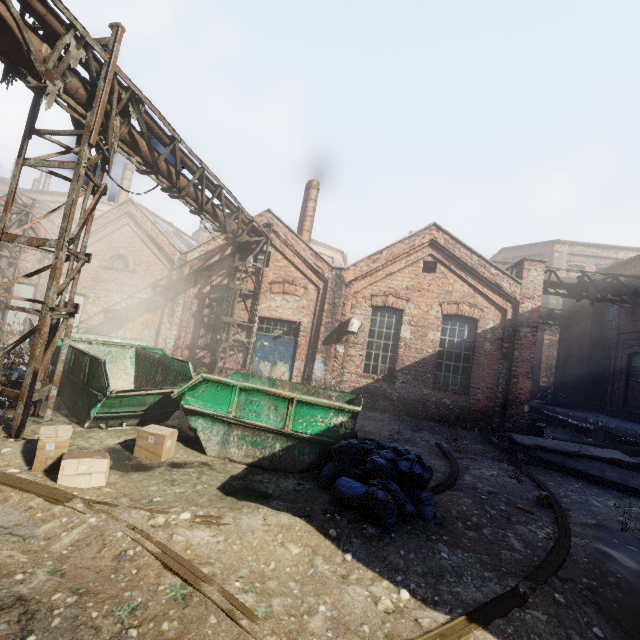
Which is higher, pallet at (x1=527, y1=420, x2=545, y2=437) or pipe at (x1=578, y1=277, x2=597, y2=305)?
pipe at (x1=578, y1=277, x2=597, y2=305)

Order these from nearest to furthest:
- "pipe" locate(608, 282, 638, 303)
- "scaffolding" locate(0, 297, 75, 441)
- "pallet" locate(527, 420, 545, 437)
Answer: "scaffolding" locate(0, 297, 75, 441) < "pallet" locate(527, 420, 545, 437) < "pipe" locate(608, 282, 638, 303)

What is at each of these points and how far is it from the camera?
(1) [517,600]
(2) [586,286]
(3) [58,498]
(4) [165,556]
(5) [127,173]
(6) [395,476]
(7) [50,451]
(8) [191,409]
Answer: (1) track, 3.2m
(2) pipe, 12.6m
(3) track, 3.6m
(4) track, 3.0m
(5) building, 23.4m
(6) trash bag, 4.8m
(7) carton, 4.3m
(8) container, 6.0m

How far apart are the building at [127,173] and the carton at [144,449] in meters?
22.4

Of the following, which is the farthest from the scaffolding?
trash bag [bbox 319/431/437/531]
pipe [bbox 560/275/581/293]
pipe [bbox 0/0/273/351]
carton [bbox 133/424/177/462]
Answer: pipe [bbox 560/275/581/293]

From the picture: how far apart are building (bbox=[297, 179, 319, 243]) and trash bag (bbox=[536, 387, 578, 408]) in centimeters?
1589cm

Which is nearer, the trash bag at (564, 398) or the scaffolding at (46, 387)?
the scaffolding at (46, 387)

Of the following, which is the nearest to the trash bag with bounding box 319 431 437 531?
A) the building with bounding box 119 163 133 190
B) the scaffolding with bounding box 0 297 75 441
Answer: the scaffolding with bounding box 0 297 75 441
